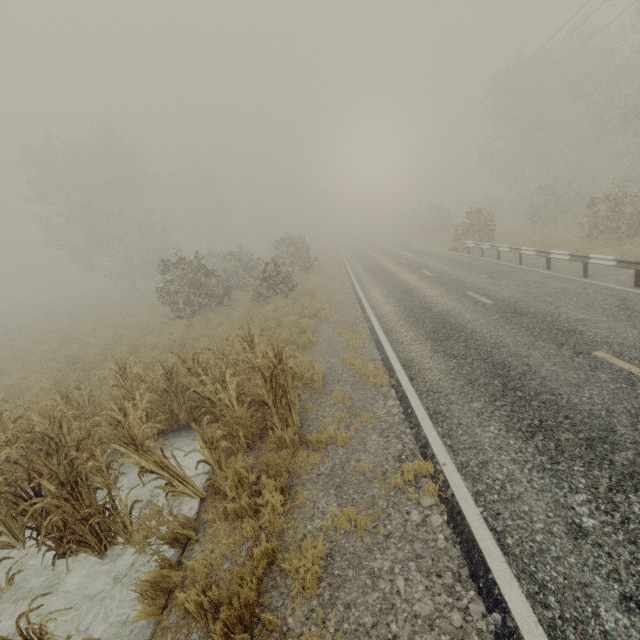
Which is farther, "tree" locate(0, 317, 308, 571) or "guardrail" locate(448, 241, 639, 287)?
"guardrail" locate(448, 241, 639, 287)

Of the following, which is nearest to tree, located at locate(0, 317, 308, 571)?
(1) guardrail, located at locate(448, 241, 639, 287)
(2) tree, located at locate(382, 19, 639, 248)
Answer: (1) guardrail, located at locate(448, 241, 639, 287)

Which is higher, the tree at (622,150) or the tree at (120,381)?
the tree at (622,150)

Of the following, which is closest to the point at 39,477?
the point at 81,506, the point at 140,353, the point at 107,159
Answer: the point at 81,506

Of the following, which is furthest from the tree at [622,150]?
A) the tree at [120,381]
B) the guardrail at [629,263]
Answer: the tree at [120,381]

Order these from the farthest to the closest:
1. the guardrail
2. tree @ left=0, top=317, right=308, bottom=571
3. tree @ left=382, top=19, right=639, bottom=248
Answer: tree @ left=382, top=19, right=639, bottom=248 → the guardrail → tree @ left=0, top=317, right=308, bottom=571

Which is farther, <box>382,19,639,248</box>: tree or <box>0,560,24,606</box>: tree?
<box>382,19,639,248</box>: tree

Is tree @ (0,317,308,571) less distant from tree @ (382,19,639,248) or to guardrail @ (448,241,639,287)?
guardrail @ (448,241,639,287)
